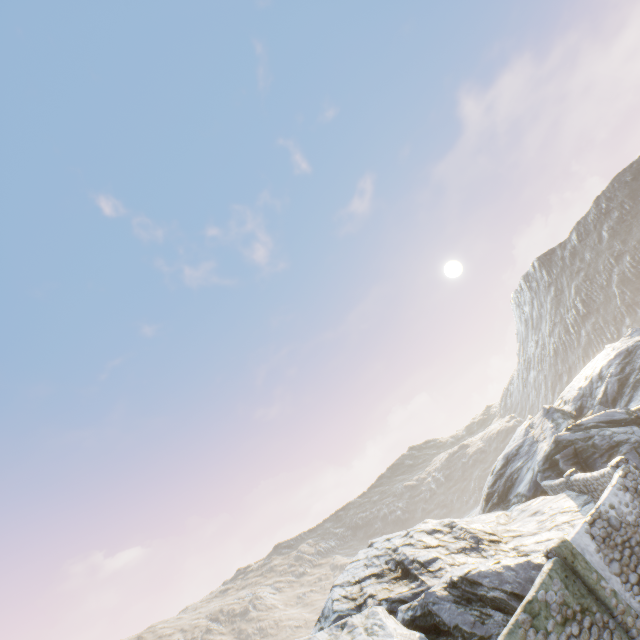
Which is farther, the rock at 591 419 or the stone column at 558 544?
the rock at 591 419

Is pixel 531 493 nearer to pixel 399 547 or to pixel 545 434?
pixel 545 434

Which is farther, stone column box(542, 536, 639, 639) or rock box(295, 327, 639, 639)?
rock box(295, 327, 639, 639)
